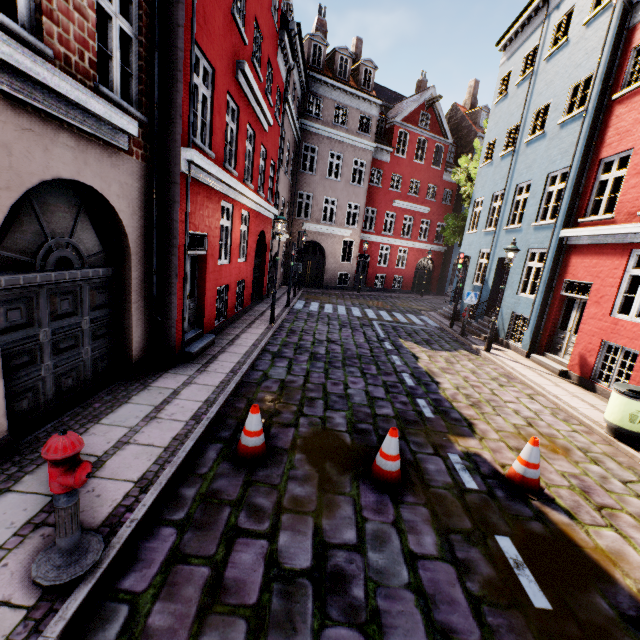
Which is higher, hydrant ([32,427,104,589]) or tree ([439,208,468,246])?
tree ([439,208,468,246])

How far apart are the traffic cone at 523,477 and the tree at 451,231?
18.22m

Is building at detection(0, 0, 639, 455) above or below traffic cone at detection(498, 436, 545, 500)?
above

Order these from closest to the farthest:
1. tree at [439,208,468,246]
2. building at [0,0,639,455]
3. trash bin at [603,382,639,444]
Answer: building at [0,0,639,455]
trash bin at [603,382,639,444]
tree at [439,208,468,246]

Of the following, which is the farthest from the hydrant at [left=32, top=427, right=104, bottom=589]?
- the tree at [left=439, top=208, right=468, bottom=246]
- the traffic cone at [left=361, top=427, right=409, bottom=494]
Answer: the tree at [left=439, top=208, right=468, bottom=246]

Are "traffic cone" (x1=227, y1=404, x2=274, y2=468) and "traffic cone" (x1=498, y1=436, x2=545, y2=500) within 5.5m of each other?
yes

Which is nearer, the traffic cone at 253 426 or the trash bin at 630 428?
the traffic cone at 253 426

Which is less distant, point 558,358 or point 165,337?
point 165,337
